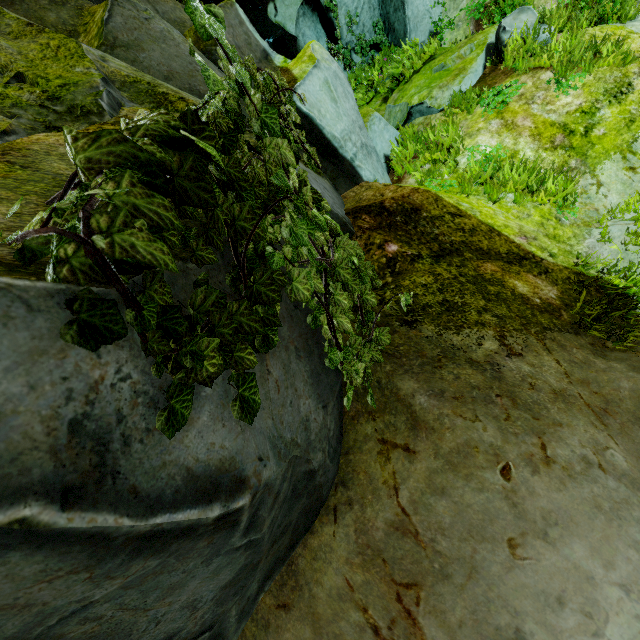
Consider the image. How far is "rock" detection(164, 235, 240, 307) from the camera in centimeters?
107cm

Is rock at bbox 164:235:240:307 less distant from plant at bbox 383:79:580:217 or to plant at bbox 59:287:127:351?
plant at bbox 59:287:127:351

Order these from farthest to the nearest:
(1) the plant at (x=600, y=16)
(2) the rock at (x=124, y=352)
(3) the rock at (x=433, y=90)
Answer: (1) the plant at (x=600, y=16) < (3) the rock at (x=433, y=90) < (2) the rock at (x=124, y=352)

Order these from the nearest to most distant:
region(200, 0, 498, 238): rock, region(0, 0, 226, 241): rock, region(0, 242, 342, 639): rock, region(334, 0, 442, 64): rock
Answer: region(0, 242, 342, 639): rock → region(0, 0, 226, 241): rock → region(200, 0, 498, 238): rock → region(334, 0, 442, 64): rock

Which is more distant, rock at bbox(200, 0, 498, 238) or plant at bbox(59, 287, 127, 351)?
rock at bbox(200, 0, 498, 238)

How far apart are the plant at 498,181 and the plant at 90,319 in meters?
2.9 m

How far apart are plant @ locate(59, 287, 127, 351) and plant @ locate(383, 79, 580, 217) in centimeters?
286cm

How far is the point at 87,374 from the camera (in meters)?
0.80
